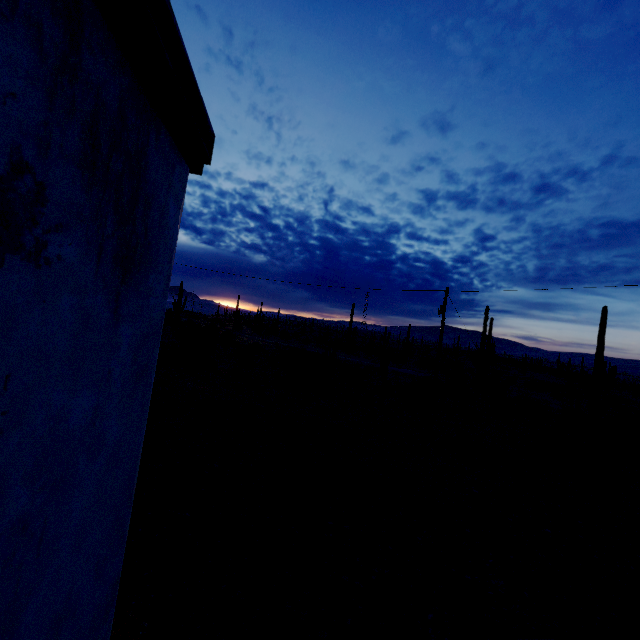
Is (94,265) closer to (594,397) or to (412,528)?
(412,528)
